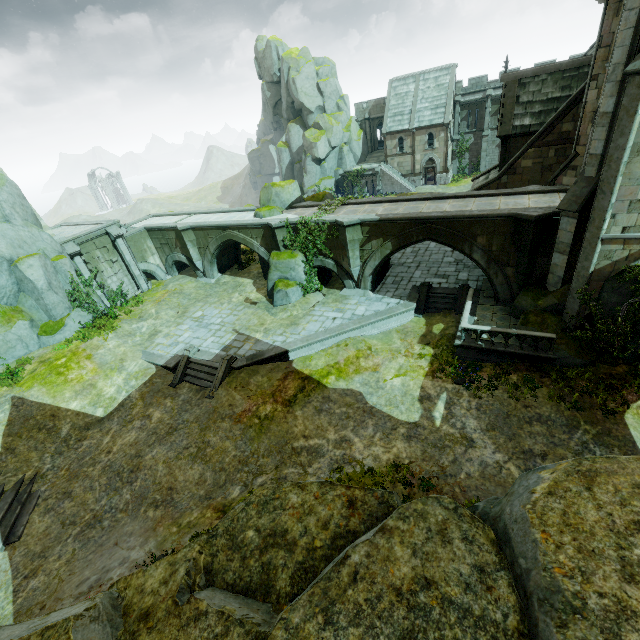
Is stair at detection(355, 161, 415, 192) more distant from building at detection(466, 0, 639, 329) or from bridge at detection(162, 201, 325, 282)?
bridge at detection(162, 201, 325, 282)

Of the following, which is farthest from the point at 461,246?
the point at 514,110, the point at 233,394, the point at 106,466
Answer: the point at 106,466

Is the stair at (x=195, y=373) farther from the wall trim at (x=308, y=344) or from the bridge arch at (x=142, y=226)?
the bridge arch at (x=142, y=226)

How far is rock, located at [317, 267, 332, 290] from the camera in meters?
23.0

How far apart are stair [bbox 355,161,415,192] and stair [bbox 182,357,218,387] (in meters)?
38.34

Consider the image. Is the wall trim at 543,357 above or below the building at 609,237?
below

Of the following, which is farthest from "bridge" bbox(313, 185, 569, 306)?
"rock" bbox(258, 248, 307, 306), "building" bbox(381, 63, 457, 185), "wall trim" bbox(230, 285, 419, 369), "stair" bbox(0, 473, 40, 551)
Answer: "building" bbox(381, 63, 457, 185)

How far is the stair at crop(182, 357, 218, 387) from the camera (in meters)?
17.56
